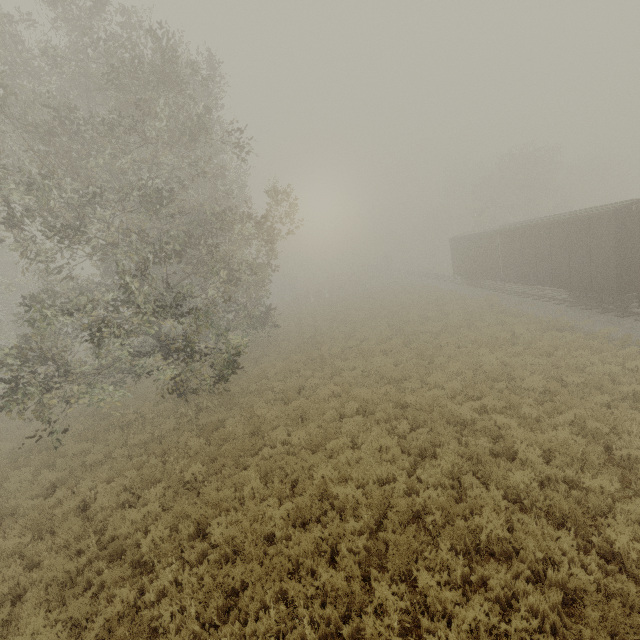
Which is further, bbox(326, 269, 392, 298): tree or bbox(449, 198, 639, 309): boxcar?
bbox(326, 269, 392, 298): tree

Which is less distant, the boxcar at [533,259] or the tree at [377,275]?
Result: the boxcar at [533,259]

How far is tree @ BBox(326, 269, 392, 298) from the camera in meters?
47.1 m

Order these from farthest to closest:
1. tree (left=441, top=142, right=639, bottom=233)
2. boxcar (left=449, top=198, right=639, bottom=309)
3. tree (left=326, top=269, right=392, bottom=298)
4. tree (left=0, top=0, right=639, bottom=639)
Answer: tree (left=326, top=269, right=392, bottom=298) < tree (left=441, top=142, right=639, bottom=233) < boxcar (left=449, top=198, right=639, bottom=309) < tree (left=0, top=0, right=639, bottom=639)

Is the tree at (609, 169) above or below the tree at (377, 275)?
above

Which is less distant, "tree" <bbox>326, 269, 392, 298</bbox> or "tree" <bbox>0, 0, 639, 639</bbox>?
"tree" <bbox>0, 0, 639, 639</bbox>

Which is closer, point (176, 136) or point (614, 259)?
point (176, 136)

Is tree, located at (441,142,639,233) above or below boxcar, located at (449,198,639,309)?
above
